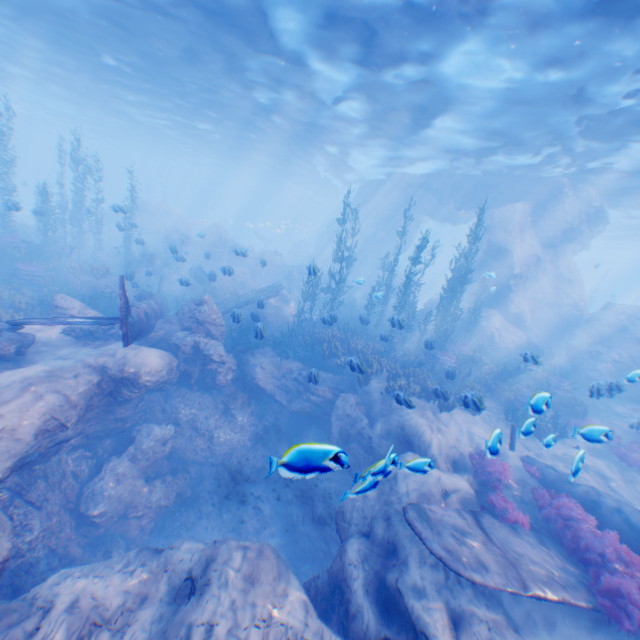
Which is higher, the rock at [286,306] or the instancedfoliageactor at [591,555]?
the rock at [286,306]

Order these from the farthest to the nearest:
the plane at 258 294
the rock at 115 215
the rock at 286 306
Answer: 1. the rock at 286 306
2. the rock at 115 215
3. the plane at 258 294

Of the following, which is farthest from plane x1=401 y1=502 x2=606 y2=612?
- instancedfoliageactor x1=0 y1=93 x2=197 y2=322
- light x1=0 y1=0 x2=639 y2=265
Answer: light x1=0 y1=0 x2=639 y2=265

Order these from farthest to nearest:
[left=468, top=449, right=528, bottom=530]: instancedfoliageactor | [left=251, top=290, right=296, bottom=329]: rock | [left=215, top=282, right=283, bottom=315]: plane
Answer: [left=251, top=290, right=296, bottom=329]: rock < [left=215, top=282, right=283, bottom=315]: plane < [left=468, top=449, right=528, bottom=530]: instancedfoliageactor

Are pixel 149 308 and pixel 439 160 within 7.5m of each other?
no

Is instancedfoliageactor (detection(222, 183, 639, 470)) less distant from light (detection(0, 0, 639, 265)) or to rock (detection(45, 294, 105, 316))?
rock (detection(45, 294, 105, 316))

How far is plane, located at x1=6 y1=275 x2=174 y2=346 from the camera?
8.0m
